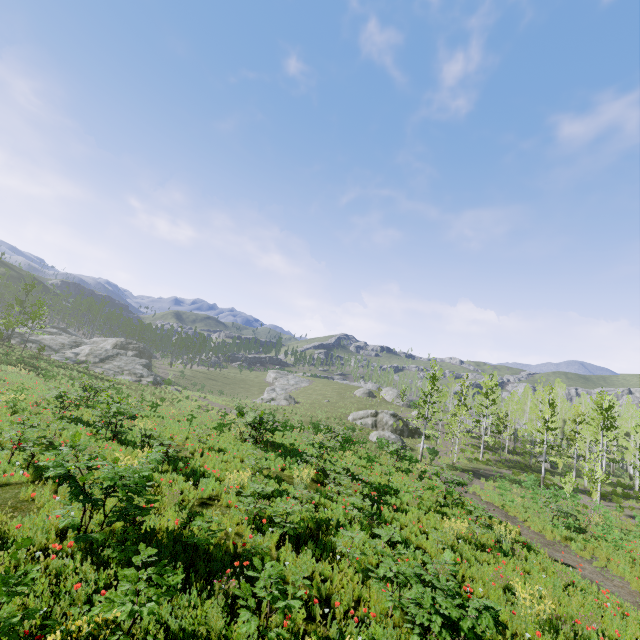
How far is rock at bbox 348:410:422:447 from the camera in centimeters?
3869cm

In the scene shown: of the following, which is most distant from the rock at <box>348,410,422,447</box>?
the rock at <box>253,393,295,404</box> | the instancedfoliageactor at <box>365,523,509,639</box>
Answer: the instancedfoliageactor at <box>365,523,509,639</box>

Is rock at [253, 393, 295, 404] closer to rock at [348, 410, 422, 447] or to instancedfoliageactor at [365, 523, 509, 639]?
rock at [348, 410, 422, 447]

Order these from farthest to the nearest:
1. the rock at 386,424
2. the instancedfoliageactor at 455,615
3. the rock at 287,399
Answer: the rock at 287,399 → the rock at 386,424 → the instancedfoliageactor at 455,615

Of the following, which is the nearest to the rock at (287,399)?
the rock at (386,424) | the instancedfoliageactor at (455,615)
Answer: the rock at (386,424)

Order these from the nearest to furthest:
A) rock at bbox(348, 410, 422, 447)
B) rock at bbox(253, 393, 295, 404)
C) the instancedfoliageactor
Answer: the instancedfoliageactor < rock at bbox(348, 410, 422, 447) < rock at bbox(253, 393, 295, 404)

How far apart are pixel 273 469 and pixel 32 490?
6.8m

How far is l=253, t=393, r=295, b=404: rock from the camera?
52.9 meters
